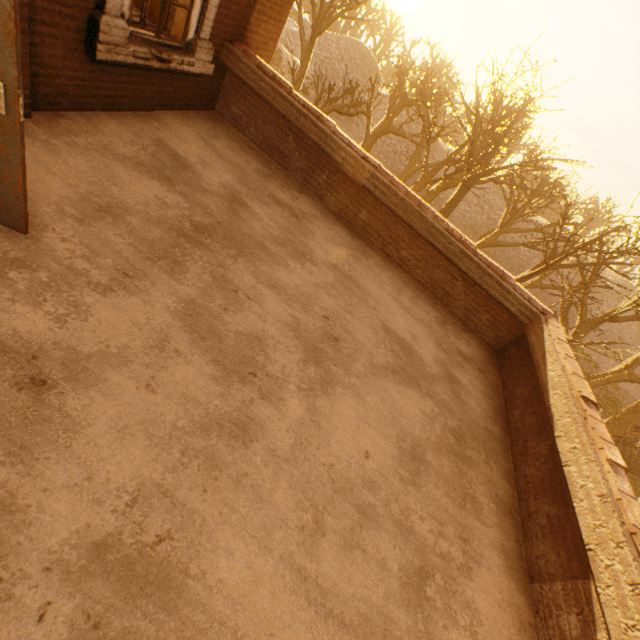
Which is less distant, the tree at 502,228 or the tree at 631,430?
the tree at 502,228

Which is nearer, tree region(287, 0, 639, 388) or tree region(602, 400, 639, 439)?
tree region(287, 0, 639, 388)

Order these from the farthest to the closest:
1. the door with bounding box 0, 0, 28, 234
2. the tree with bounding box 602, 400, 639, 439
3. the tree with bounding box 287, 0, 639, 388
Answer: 1. the tree with bounding box 602, 400, 639, 439
2. the tree with bounding box 287, 0, 639, 388
3. the door with bounding box 0, 0, 28, 234

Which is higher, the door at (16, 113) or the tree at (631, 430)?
the door at (16, 113)

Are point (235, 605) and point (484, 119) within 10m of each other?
no

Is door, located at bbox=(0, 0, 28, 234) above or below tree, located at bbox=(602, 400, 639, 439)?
above

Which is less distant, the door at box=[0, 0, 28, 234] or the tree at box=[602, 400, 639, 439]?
the door at box=[0, 0, 28, 234]
